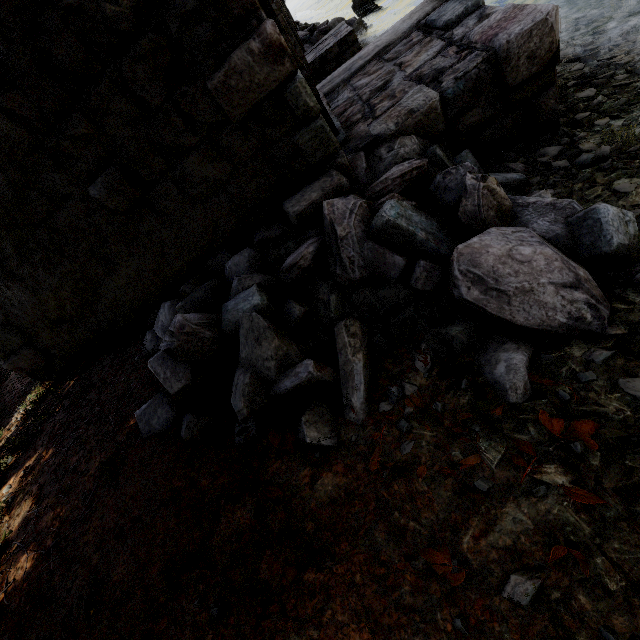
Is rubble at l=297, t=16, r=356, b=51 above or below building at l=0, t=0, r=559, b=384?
below

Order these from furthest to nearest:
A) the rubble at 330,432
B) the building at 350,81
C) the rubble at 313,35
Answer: the rubble at 313,35 → the building at 350,81 → the rubble at 330,432

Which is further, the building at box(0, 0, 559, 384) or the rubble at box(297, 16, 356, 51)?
the rubble at box(297, 16, 356, 51)

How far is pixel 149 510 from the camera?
2.2 meters

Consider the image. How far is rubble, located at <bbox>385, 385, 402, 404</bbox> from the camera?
2.11m

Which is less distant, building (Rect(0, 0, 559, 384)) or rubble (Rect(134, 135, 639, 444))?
rubble (Rect(134, 135, 639, 444))

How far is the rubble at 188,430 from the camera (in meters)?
2.46

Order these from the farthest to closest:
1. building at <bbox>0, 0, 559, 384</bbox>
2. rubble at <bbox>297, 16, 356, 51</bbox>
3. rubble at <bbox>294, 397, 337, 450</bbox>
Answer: rubble at <bbox>297, 16, 356, 51</bbox>, building at <bbox>0, 0, 559, 384</bbox>, rubble at <bbox>294, 397, 337, 450</bbox>
